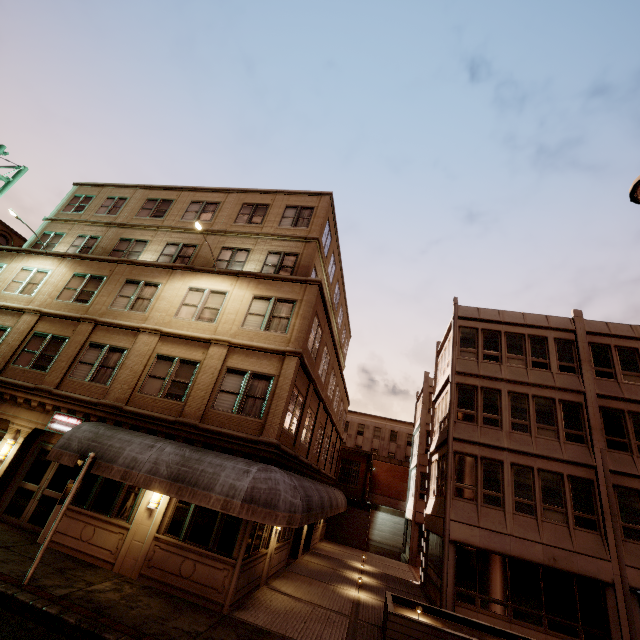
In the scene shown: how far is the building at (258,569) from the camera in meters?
9.7 m

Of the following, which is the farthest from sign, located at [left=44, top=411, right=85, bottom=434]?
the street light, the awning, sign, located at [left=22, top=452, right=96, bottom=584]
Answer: the street light

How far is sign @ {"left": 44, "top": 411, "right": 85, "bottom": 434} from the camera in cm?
1256

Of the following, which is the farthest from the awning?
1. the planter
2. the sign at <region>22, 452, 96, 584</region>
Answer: the planter

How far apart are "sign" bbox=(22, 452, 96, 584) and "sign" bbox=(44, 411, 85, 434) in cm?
386

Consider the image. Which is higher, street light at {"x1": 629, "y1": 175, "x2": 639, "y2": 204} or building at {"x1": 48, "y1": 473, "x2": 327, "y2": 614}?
street light at {"x1": 629, "y1": 175, "x2": 639, "y2": 204}

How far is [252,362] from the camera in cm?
1302

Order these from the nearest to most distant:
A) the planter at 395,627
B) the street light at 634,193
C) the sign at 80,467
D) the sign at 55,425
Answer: the street light at 634,193 → the sign at 80,467 → the planter at 395,627 → the sign at 55,425
